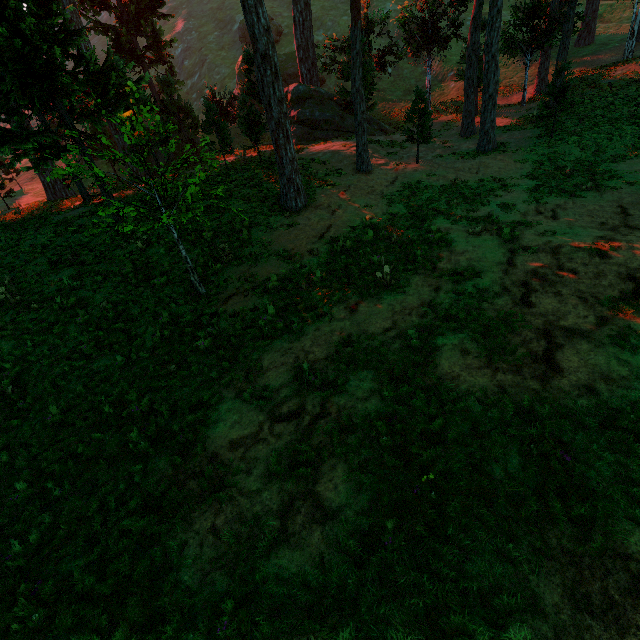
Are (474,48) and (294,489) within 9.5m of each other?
no
